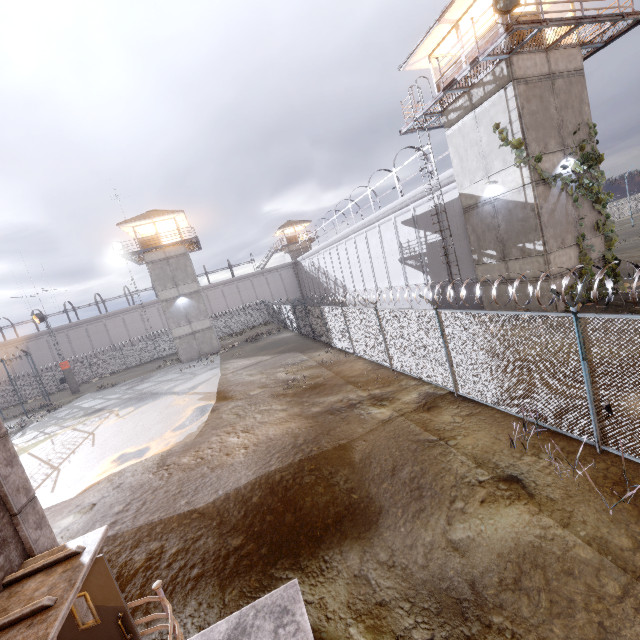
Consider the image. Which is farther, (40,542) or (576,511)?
(576,511)

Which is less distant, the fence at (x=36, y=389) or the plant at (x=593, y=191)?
the plant at (x=593, y=191)

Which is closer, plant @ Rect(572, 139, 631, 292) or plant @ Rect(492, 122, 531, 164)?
plant @ Rect(492, 122, 531, 164)

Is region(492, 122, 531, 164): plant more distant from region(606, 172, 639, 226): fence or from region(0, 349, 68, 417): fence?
region(606, 172, 639, 226): fence

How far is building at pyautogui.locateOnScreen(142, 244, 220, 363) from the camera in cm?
3234

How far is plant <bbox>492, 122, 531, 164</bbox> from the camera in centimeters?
1301cm

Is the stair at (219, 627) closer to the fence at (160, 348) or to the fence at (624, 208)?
the fence at (160, 348)

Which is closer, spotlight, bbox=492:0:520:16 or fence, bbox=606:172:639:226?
spotlight, bbox=492:0:520:16
